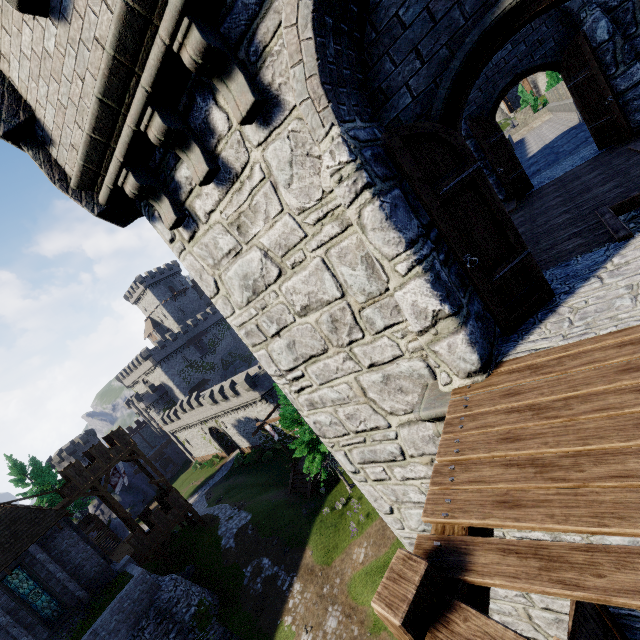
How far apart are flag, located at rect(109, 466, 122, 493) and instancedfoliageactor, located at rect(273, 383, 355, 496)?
18.1 meters

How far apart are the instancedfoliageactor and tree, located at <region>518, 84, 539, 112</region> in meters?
38.9 m

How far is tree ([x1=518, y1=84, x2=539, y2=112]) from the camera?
32.34m

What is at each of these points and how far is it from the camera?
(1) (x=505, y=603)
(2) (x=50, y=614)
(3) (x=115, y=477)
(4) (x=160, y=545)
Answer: (1) building, 5.5m
(2) window glass, 21.9m
(3) flag, 30.4m
(4) walkway, 32.4m

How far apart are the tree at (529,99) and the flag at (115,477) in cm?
5369

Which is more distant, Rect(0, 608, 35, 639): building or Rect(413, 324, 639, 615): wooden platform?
Rect(0, 608, 35, 639): building

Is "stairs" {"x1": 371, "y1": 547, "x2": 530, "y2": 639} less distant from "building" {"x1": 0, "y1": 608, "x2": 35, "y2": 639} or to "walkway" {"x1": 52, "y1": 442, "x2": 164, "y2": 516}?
"building" {"x1": 0, "y1": 608, "x2": 35, "y2": 639}

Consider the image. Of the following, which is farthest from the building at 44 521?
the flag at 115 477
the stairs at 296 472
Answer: the stairs at 296 472
